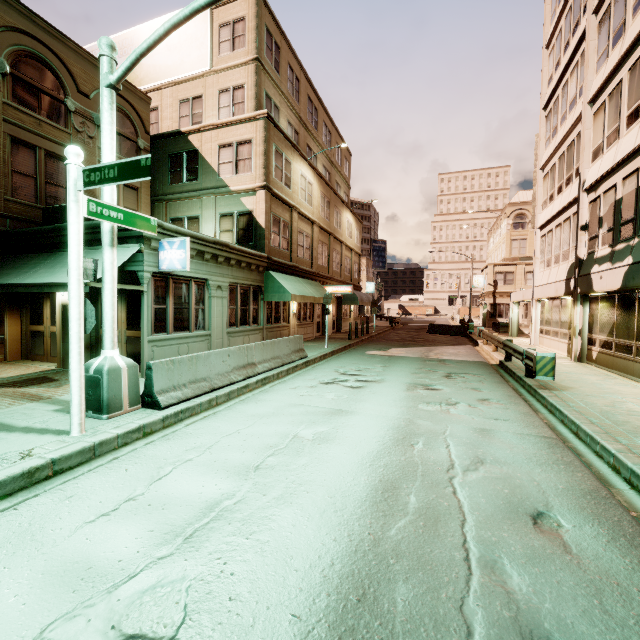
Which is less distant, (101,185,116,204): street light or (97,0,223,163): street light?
(97,0,223,163): street light

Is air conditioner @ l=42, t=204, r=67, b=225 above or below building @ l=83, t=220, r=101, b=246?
above

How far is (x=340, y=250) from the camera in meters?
28.5

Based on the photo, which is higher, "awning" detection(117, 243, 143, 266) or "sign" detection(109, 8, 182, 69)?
"sign" detection(109, 8, 182, 69)

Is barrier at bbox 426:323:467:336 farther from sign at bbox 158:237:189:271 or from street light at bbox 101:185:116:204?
street light at bbox 101:185:116:204

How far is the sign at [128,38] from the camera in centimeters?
1875cm

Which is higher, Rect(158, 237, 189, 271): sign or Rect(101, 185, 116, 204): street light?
Rect(101, 185, 116, 204): street light

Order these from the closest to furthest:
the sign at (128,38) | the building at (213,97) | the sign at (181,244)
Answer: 1. the sign at (181,244)
2. the building at (213,97)
3. the sign at (128,38)
